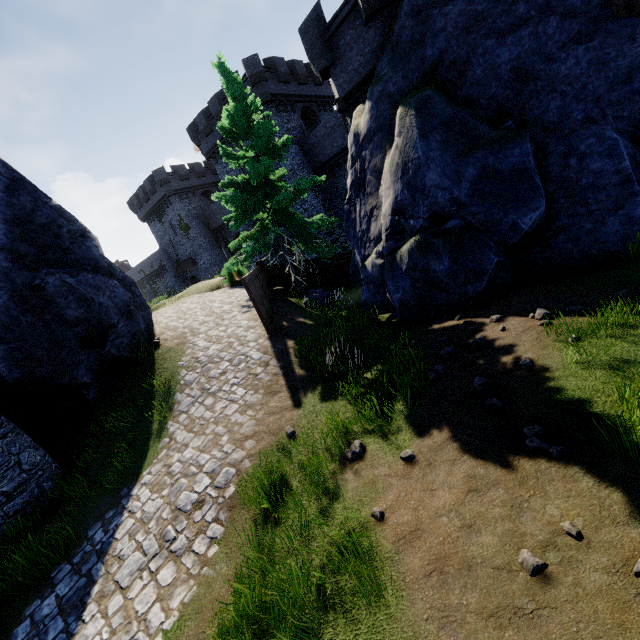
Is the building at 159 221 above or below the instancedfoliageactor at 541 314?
above

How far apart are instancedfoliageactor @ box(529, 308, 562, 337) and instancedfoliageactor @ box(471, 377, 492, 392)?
1.2m

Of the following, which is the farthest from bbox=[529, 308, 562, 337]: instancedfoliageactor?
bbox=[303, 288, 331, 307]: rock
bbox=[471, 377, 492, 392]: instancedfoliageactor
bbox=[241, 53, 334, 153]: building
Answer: bbox=[241, 53, 334, 153]: building

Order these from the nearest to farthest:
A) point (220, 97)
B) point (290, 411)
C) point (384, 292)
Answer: point (290, 411) → point (384, 292) → point (220, 97)

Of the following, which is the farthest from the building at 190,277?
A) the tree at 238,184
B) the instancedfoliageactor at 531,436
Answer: the instancedfoliageactor at 531,436

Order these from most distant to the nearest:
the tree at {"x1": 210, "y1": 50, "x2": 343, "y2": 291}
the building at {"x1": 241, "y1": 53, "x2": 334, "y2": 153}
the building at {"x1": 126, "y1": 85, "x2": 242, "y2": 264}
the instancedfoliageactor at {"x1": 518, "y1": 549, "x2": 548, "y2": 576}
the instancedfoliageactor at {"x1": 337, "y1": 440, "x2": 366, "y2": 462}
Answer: the building at {"x1": 126, "y1": 85, "x2": 242, "y2": 264}, the building at {"x1": 241, "y1": 53, "x2": 334, "y2": 153}, the tree at {"x1": 210, "y1": 50, "x2": 343, "y2": 291}, the instancedfoliageactor at {"x1": 337, "y1": 440, "x2": 366, "y2": 462}, the instancedfoliageactor at {"x1": 518, "y1": 549, "x2": 548, "y2": 576}

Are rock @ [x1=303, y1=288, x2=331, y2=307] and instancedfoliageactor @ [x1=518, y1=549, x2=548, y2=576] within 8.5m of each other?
no

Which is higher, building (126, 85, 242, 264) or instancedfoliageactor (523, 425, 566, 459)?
building (126, 85, 242, 264)
